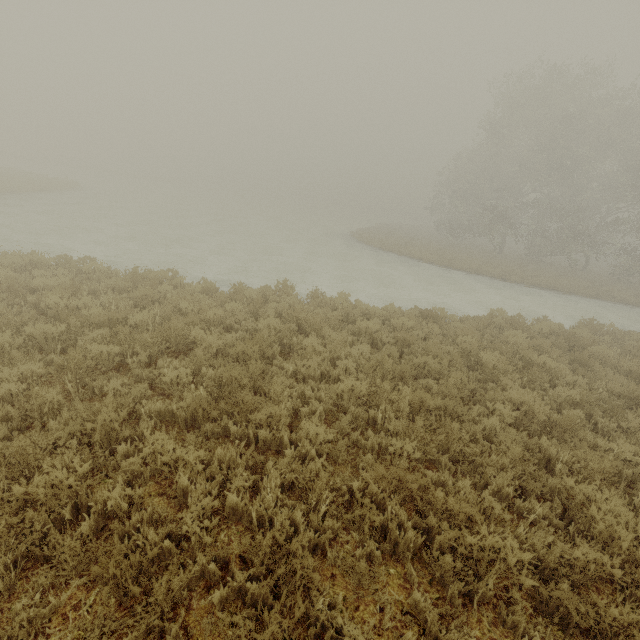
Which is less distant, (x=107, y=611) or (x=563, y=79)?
(x=107, y=611)
